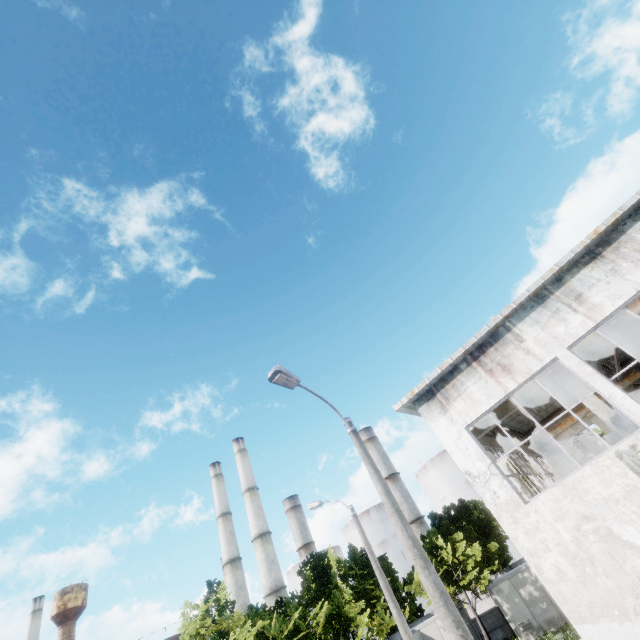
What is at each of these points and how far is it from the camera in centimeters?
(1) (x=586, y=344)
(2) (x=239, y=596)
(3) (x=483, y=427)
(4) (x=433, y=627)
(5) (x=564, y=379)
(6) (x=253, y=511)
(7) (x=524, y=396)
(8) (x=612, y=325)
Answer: (1) beam, 1199cm
(2) chimney, 4156cm
(3) beam, 1338cm
(4) fuse box, 2575cm
(5) column, 1204cm
(6) chimney, 4438cm
(7) beam, 1277cm
(8) beam, 1166cm

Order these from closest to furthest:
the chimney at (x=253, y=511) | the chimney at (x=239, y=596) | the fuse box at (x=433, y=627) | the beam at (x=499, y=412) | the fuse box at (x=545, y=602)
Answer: Result: the beam at (x=499, y=412), the fuse box at (x=545, y=602), the fuse box at (x=433, y=627), the chimney at (x=253, y=511), the chimney at (x=239, y=596)

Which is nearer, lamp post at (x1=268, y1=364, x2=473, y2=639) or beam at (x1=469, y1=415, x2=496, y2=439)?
lamp post at (x1=268, y1=364, x2=473, y2=639)

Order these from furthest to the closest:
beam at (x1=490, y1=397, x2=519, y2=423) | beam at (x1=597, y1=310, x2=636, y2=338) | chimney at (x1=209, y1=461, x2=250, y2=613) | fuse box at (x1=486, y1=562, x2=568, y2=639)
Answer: chimney at (x1=209, y1=461, x2=250, y2=613), fuse box at (x1=486, y1=562, x2=568, y2=639), beam at (x1=490, y1=397, x2=519, y2=423), beam at (x1=597, y1=310, x2=636, y2=338)

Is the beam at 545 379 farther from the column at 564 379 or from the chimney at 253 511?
the chimney at 253 511

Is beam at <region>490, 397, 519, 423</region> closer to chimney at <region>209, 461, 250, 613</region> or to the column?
the column

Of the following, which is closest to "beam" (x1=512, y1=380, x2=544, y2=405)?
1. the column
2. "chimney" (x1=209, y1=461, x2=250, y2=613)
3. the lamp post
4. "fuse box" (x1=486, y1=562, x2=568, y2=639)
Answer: the column

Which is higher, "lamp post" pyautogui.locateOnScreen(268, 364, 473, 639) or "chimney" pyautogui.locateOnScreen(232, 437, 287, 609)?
"chimney" pyautogui.locateOnScreen(232, 437, 287, 609)
